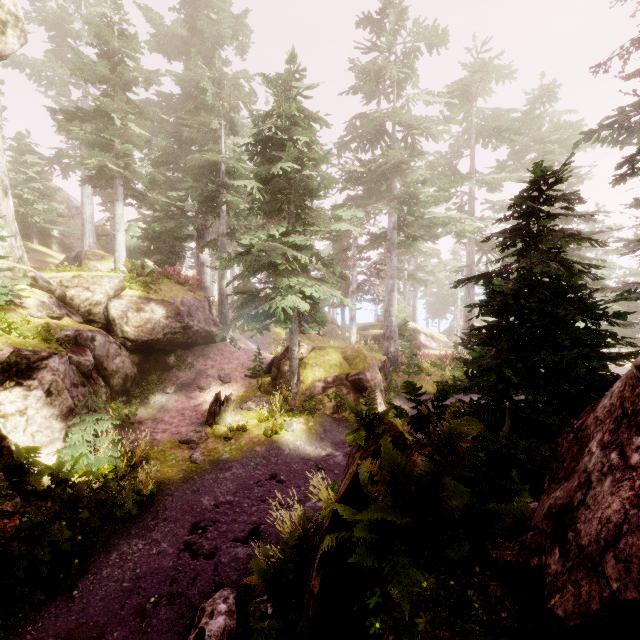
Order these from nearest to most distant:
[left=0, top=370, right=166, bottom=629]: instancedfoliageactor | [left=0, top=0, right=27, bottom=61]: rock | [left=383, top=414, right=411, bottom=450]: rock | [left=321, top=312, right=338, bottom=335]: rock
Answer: [left=383, top=414, right=411, bottom=450]: rock, [left=0, top=370, right=166, bottom=629]: instancedfoliageactor, [left=0, top=0, right=27, bottom=61]: rock, [left=321, top=312, right=338, bottom=335]: rock

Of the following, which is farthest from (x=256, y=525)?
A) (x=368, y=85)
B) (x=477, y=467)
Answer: (x=368, y=85)

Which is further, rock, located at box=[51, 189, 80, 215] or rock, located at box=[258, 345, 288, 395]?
Result: rock, located at box=[51, 189, 80, 215]

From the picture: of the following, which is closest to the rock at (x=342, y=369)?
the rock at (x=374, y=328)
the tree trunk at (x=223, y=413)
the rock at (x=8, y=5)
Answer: the tree trunk at (x=223, y=413)

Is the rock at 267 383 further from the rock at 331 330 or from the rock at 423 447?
the rock at 331 330

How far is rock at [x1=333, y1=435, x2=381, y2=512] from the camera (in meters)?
5.00

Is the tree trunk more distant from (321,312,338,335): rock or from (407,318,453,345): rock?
(407,318,453,345): rock

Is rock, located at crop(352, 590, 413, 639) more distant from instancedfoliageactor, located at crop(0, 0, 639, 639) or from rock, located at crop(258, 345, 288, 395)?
rock, located at crop(258, 345, 288, 395)
